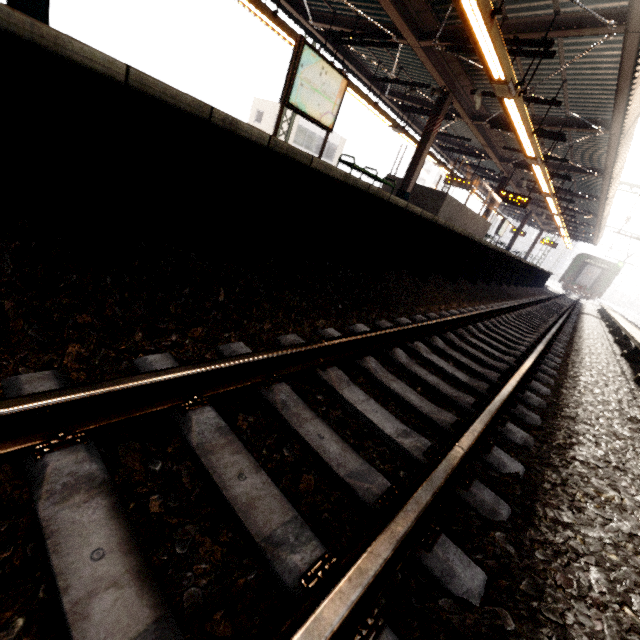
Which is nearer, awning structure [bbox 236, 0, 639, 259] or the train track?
the train track

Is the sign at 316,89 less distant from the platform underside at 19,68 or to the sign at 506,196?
the platform underside at 19,68

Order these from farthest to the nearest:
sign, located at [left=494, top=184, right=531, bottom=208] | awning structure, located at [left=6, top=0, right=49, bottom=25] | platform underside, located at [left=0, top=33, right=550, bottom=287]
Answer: sign, located at [left=494, top=184, right=531, bottom=208]
awning structure, located at [left=6, top=0, right=49, bottom=25]
platform underside, located at [left=0, top=33, right=550, bottom=287]

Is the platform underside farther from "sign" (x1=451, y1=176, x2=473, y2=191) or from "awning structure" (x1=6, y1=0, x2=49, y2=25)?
"sign" (x1=451, y1=176, x2=473, y2=191)

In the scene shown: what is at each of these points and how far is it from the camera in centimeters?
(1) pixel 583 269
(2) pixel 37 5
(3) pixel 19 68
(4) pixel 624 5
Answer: (1) train, 3409cm
(2) awning structure, 363cm
(3) platform underside, 157cm
(4) awning structure, 574cm

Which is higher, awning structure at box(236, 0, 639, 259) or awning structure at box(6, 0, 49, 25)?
awning structure at box(236, 0, 639, 259)

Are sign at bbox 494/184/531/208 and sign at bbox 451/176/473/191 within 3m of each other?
yes

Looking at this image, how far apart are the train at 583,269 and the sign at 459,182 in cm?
2631
